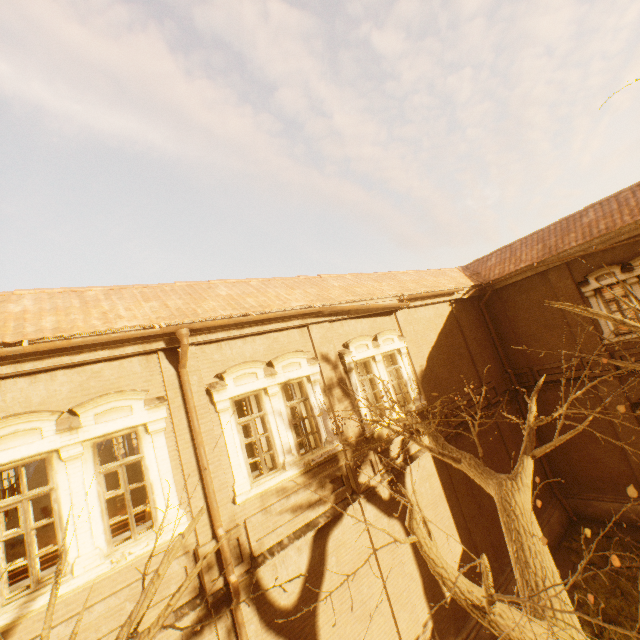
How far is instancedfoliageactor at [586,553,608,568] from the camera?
11.2 meters

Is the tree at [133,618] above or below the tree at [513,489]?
above

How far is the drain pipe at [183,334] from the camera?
6.3 meters

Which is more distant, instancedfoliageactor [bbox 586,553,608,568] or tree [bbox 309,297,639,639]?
instancedfoliageactor [bbox 586,553,608,568]

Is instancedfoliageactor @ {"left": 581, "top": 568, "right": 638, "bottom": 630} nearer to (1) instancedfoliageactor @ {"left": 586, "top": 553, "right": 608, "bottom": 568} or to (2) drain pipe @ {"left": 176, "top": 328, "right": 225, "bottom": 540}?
(1) instancedfoliageactor @ {"left": 586, "top": 553, "right": 608, "bottom": 568}

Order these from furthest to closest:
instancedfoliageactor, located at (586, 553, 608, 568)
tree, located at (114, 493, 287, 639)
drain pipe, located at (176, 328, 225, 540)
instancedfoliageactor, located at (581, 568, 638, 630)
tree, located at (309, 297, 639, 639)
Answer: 1. instancedfoliageactor, located at (586, 553, 608, 568)
2. instancedfoliageactor, located at (581, 568, 638, 630)
3. drain pipe, located at (176, 328, 225, 540)
4. tree, located at (309, 297, 639, 639)
5. tree, located at (114, 493, 287, 639)

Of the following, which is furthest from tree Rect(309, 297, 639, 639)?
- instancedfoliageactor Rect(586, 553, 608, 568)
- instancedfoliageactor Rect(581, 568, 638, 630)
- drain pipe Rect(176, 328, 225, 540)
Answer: instancedfoliageactor Rect(581, 568, 638, 630)

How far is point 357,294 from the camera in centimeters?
1027cm
